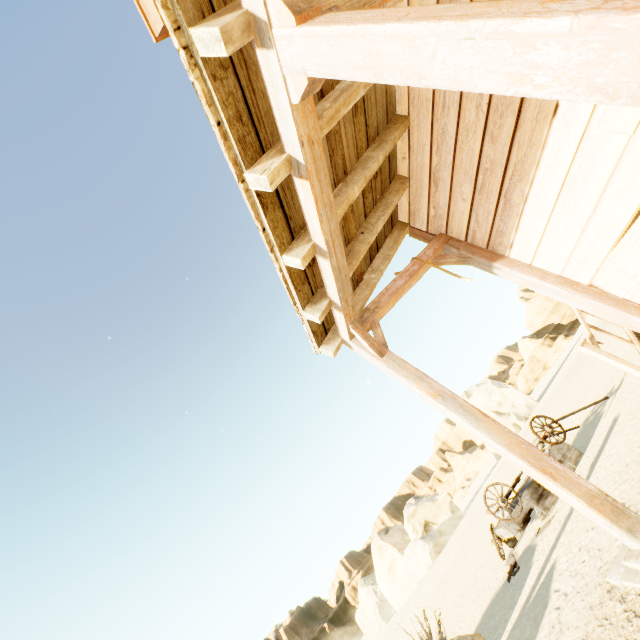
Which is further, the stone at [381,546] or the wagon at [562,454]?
the stone at [381,546]

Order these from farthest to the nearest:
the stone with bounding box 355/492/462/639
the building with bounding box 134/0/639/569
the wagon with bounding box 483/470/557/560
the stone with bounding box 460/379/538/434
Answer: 1. the stone with bounding box 460/379/538/434
2. the stone with bounding box 355/492/462/639
3. the wagon with bounding box 483/470/557/560
4. the building with bounding box 134/0/639/569

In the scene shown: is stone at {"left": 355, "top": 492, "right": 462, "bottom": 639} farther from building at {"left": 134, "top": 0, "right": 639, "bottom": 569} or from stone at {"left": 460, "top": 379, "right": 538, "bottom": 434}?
building at {"left": 134, "top": 0, "right": 639, "bottom": 569}

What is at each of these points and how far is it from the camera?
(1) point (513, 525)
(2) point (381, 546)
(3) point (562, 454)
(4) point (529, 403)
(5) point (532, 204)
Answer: (1) wagon, 6.39m
(2) stone, 33.84m
(3) wagon, 6.93m
(4) stone, 36.09m
(5) building, 3.12m

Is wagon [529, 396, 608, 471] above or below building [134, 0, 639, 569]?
below

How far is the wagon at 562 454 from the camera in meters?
6.8

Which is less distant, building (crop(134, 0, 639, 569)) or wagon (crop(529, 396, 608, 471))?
building (crop(134, 0, 639, 569))

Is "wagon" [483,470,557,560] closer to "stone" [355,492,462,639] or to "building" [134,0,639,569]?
"building" [134,0,639,569]
